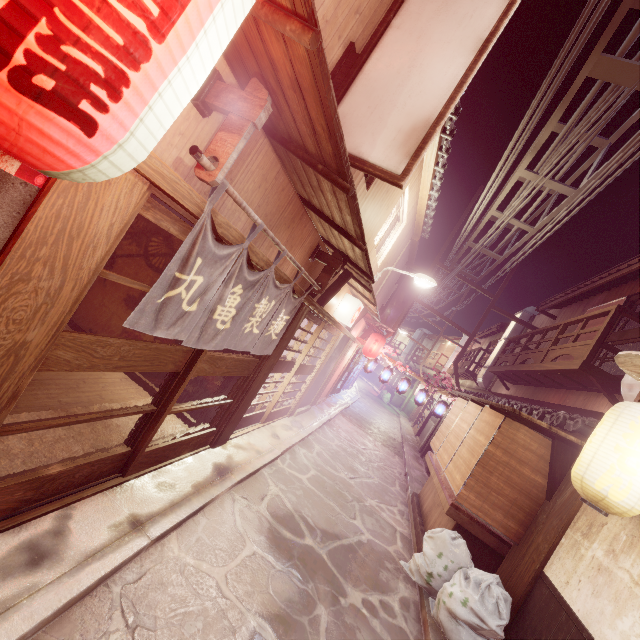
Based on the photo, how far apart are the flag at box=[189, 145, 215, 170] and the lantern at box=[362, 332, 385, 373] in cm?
2114

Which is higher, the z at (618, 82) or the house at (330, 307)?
the z at (618, 82)

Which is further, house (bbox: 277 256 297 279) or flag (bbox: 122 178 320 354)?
house (bbox: 277 256 297 279)

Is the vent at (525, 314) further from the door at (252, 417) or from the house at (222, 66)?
the door at (252, 417)

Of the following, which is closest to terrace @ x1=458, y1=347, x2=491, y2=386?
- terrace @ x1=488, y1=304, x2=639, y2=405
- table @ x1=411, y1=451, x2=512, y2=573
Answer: terrace @ x1=488, y1=304, x2=639, y2=405

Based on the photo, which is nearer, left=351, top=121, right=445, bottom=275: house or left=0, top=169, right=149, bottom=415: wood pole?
left=0, top=169, right=149, bottom=415: wood pole

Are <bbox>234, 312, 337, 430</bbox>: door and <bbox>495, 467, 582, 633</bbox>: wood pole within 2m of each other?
no

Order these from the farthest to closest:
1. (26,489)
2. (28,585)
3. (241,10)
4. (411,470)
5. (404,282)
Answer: (404,282), (411,470), (26,489), (28,585), (241,10)
